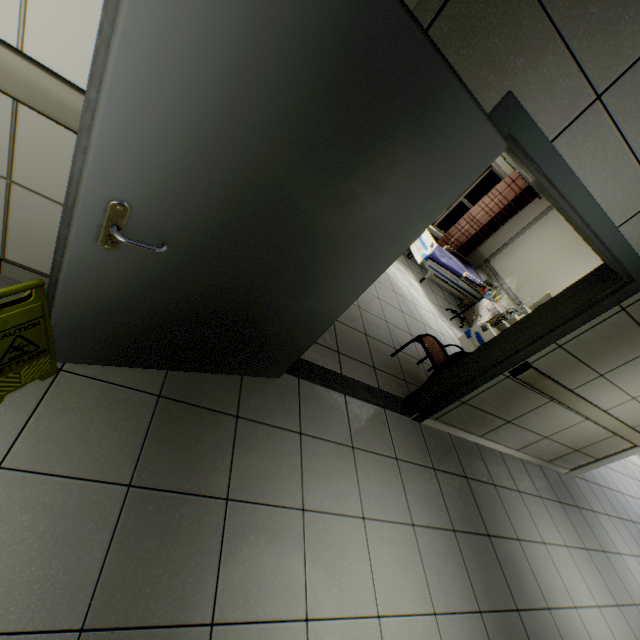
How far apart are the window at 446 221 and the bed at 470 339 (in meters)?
3.71

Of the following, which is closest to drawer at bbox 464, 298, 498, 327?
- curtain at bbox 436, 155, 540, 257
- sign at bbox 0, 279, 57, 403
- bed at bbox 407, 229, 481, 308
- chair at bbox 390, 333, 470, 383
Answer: bed at bbox 407, 229, 481, 308

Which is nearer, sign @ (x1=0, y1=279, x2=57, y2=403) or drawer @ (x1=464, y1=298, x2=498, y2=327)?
sign @ (x1=0, y1=279, x2=57, y2=403)

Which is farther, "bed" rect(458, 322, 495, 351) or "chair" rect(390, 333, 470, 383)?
"bed" rect(458, 322, 495, 351)

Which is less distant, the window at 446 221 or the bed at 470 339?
the bed at 470 339

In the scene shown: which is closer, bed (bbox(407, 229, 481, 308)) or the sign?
the sign

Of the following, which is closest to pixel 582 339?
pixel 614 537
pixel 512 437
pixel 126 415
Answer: pixel 512 437

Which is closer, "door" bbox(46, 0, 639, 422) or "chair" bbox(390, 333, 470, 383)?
"door" bbox(46, 0, 639, 422)
